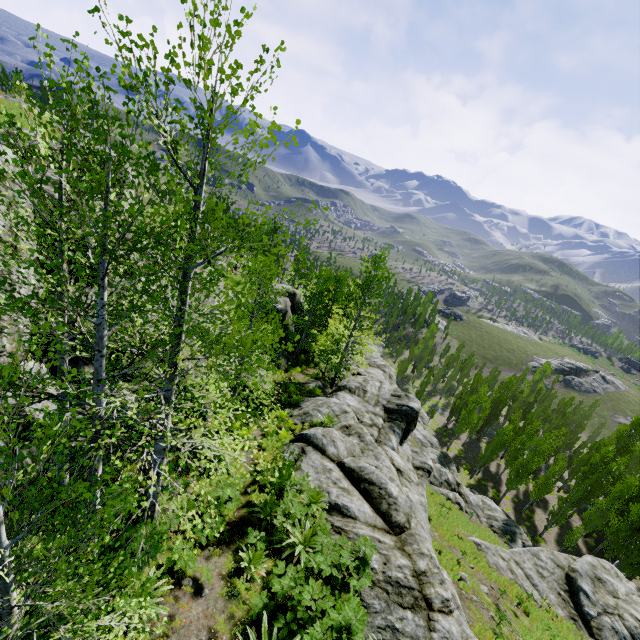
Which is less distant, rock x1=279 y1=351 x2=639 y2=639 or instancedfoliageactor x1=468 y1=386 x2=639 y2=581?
rock x1=279 y1=351 x2=639 y2=639

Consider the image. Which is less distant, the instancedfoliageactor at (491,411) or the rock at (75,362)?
the rock at (75,362)

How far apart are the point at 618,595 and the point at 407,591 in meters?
22.1

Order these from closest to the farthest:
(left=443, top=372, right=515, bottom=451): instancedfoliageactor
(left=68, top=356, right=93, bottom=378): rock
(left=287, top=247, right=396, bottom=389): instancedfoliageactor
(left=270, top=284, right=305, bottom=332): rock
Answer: (left=68, top=356, right=93, bottom=378): rock
(left=287, top=247, right=396, bottom=389): instancedfoliageactor
(left=270, top=284, right=305, bottom=332): rock
(left=443, top=372, right=515, bottom=451): instancedfoliageactor

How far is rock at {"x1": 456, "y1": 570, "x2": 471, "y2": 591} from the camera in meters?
15.1
